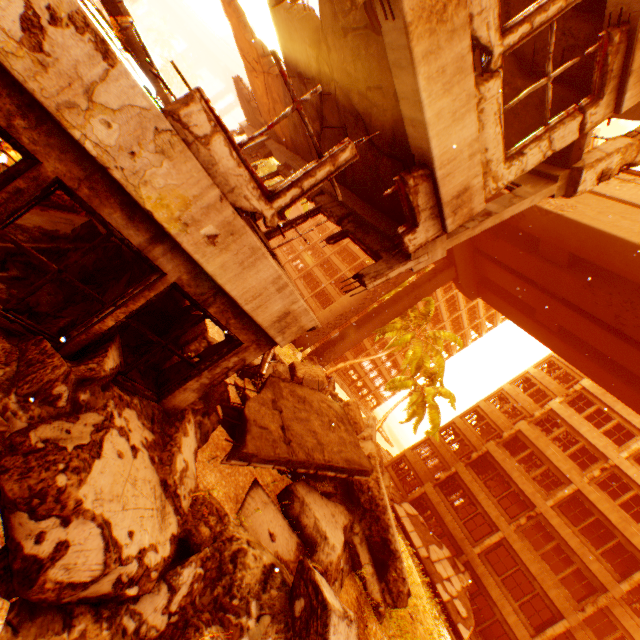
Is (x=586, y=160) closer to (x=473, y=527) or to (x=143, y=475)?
(x=143, y=475)

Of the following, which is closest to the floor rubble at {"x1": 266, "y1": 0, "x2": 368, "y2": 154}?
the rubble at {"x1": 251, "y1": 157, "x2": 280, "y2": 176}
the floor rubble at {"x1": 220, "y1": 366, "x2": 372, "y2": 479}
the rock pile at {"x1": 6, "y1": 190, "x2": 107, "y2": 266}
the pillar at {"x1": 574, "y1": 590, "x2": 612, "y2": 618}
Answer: the rock pile at {"x1": 6, "y1": 190, "x2": 107, "y2": 266}

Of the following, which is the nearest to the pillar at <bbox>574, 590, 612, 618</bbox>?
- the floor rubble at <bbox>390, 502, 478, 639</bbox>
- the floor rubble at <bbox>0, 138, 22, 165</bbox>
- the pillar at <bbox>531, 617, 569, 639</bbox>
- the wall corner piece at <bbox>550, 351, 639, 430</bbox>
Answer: the pillar at <bbox>531, 617, 569, 639</bbox>

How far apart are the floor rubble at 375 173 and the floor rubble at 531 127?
2.5 meters

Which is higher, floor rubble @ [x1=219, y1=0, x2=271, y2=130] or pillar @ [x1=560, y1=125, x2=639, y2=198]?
pillar @ [x1=560, y1=125, x2=639, y2=198]

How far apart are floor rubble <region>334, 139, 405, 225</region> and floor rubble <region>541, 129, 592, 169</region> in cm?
249
